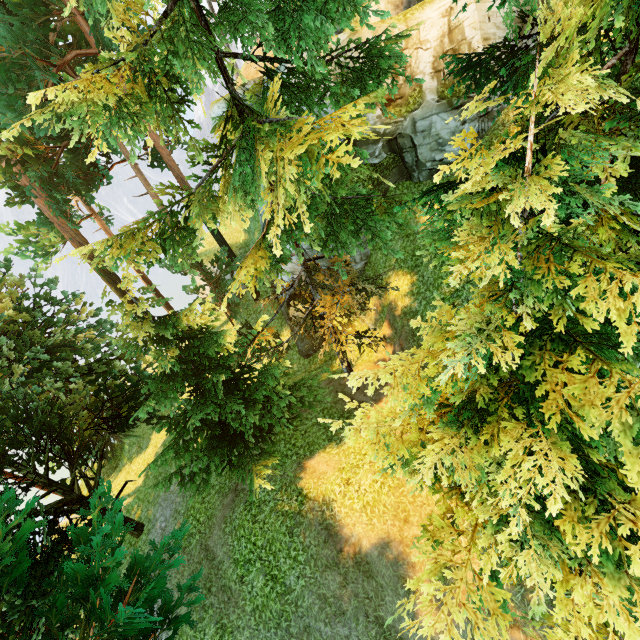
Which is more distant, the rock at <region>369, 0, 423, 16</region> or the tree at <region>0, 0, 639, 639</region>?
the rock at <region>369, 0, 423, 16</region>

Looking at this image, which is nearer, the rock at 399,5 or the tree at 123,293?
the tree at 123,293

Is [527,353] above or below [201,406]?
above
